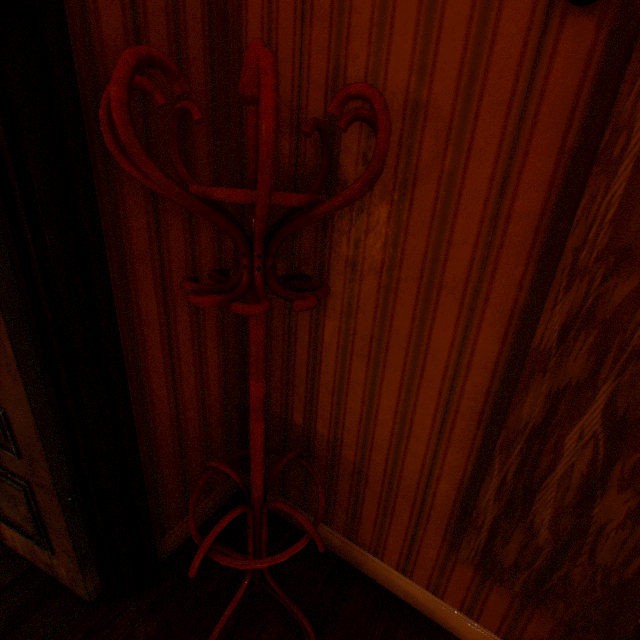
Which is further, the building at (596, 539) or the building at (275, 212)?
the building at (275, 212)

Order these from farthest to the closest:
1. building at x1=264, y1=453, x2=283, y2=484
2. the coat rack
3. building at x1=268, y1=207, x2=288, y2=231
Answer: building at x1=264, y1=453, x2=283, y2=484 → building at x1=268, y1=207, x2=288, y2=231 → the coat rack

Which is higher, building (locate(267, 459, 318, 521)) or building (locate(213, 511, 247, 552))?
building (locate(267, 459, 318, 521))

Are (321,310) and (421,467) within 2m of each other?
yes

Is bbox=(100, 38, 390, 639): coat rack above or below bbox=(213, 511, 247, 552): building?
above

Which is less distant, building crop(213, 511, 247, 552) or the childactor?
the childactor

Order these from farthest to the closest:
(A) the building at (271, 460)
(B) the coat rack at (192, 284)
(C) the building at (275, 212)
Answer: (A) the building at (271, 460) → (C) the building at (275, 212) → (B) the coat rack at (192, 284)
